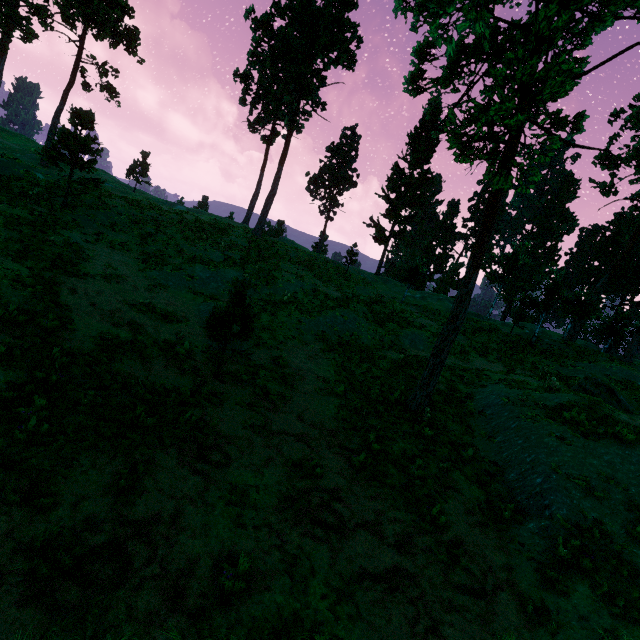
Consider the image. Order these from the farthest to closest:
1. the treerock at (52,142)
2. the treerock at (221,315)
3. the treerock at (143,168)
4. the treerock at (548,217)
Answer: the treerock at (548,217) → the treerock at (143,168) → the treerock at (52,142) → the treerock at (221,315)

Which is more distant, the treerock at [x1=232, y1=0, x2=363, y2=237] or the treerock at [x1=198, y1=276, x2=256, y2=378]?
the treerock at [x1=232, y1=0, x2=363, y2=237]

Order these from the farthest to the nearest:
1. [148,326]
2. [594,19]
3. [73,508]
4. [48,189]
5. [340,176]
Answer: [340,176] → [48,189] → [148,326] → [594,19] → [73,508]

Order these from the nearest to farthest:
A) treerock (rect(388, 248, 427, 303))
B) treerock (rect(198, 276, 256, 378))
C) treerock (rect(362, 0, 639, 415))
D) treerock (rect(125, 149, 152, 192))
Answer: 1. treerock (rect(362, 0, 639, 415))
2. treerock (rect(198, 276, 256, 378))
3. treerock (rect(388, 248, 427, 303))
4. treerock (rect(125, 149, 152, 192))

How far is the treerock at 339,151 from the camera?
50.1m

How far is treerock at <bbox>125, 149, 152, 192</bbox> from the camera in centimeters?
4600cm
